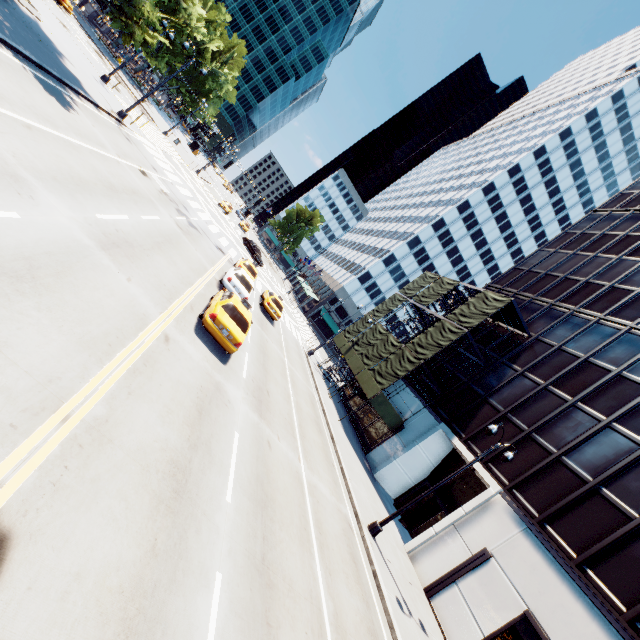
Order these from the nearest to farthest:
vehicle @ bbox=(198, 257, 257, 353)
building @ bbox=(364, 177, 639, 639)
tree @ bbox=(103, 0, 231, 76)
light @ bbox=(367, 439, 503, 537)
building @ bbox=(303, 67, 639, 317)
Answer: vehicle @ bbox=(198, 257, 257, 353) < building @ bbox=(364, 177, 639, 639) < light @ bbox=(367, 439, 503, 537) < tree @ bbox=(103, 0, 231, 76) < building @ bbox=(303, 67, 639, 317)

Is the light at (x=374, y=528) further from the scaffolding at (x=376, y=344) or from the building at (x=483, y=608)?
the scaffolding at (x=376, y=344)

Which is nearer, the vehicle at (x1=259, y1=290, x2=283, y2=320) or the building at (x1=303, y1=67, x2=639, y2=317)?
the vehicle at (x1=259, y1=290, x2=283, y2=320)

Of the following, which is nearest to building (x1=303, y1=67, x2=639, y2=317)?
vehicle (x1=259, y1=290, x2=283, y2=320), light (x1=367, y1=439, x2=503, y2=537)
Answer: vehicle (x1=259, y1=290, x2=283, y2=320)

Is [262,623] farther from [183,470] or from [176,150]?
[176,150]

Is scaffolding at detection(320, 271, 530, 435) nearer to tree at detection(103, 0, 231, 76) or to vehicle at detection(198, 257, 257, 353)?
vehicle at detection(198, 257, 257, 353)

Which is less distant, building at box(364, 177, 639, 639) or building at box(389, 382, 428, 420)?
building at box(364, 177, 639, 639)

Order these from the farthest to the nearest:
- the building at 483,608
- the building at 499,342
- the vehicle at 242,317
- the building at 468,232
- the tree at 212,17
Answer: the building at 468,232 → the building at 499,342 → the tree at 212,17 → the building at 483,608 → the vehicle at 242,317
